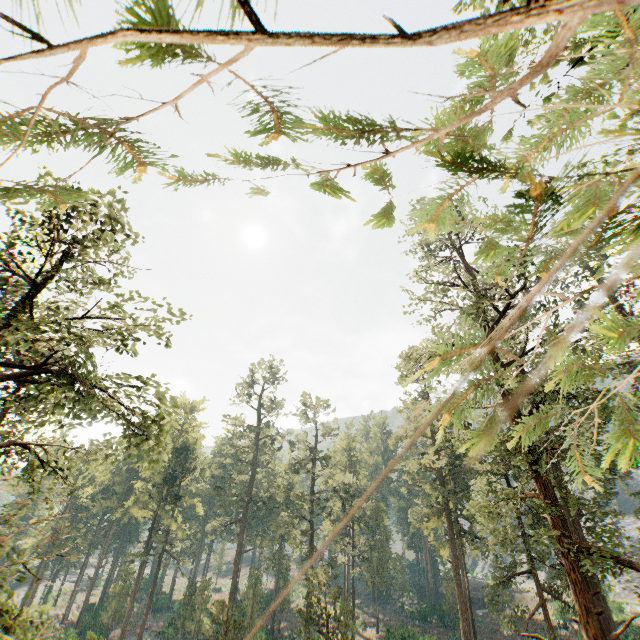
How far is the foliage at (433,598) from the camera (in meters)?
56.38

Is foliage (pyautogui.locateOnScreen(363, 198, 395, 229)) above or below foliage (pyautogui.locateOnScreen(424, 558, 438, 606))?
above

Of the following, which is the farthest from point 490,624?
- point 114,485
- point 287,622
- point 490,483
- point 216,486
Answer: point 114,485

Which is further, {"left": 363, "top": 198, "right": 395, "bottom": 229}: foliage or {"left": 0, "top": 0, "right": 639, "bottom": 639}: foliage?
{"left": 363, "top": 198, "right": 395, "bottom": 229}: foliage

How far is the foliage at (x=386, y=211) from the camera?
1.48m

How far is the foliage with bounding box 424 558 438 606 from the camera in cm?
5638

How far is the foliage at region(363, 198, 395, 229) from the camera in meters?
1.5 m

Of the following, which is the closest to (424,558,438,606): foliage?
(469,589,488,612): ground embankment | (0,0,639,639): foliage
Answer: (469,589,488,612): ground embankment
